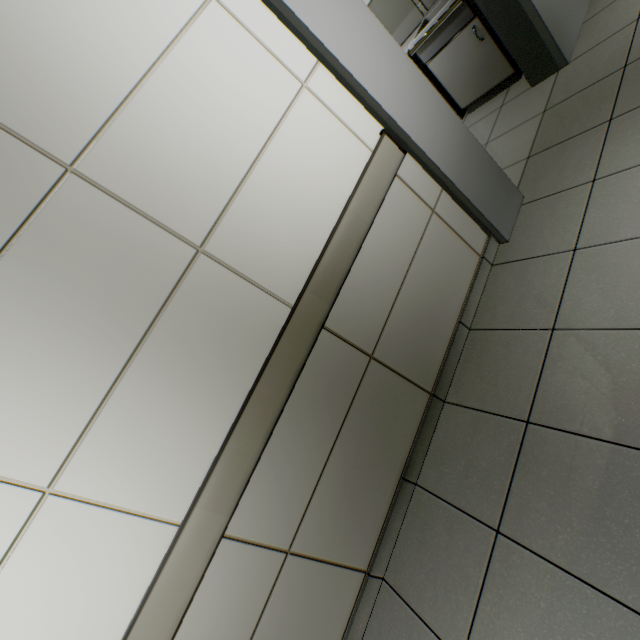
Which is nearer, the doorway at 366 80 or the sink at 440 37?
the doorway at 366 80

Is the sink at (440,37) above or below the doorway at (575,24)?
above

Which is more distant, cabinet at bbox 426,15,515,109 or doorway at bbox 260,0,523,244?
cabinet at bbox 426,15,515,109

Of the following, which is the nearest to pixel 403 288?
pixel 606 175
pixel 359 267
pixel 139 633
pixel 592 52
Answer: pixel 359 267

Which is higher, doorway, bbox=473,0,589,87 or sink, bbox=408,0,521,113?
sink, bbox=408,0,521,113

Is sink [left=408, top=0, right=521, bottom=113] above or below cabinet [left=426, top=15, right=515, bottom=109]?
above

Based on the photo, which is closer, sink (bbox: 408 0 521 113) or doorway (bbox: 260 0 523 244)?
doorway (bbox: 260 0 523 244)

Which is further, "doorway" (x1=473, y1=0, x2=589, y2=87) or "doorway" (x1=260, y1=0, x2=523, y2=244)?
"doorway" (x1=473, y1=0, x2=589, y2=87)
